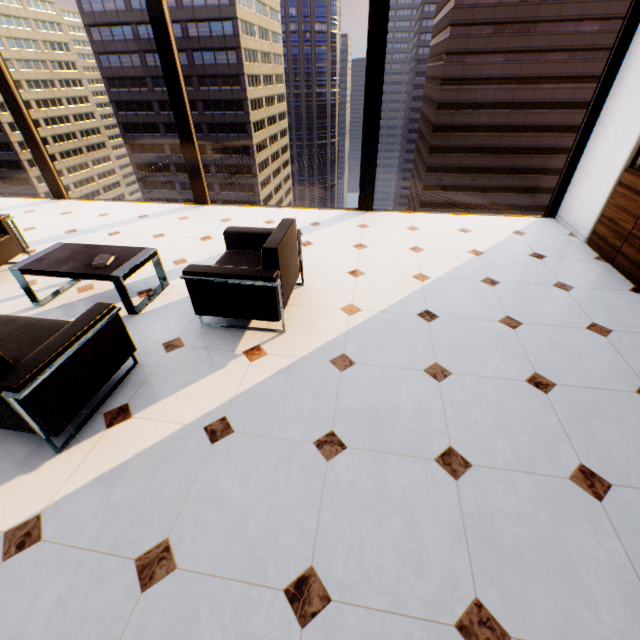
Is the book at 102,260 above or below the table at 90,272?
above

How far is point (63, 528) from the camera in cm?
169

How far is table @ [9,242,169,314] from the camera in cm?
300

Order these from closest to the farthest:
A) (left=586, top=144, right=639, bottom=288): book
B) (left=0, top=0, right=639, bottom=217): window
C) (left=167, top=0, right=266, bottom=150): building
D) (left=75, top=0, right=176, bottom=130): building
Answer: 1. (left=586, top=144, right=639, bottom=288): book
2. (left=0, top=0, right=639, bottom=217): window
3. (left=167, top=0, right=266, bottom=150): building
4. (left=75, top=0, right=176, bottom=130): building

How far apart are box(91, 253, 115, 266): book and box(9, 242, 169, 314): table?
0.0 meters

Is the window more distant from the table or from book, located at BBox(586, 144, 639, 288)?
the table

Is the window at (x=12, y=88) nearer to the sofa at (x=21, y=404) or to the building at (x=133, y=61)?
the sofa at (x=21, y=404)

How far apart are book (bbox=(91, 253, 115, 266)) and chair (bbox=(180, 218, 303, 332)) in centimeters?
102cm
